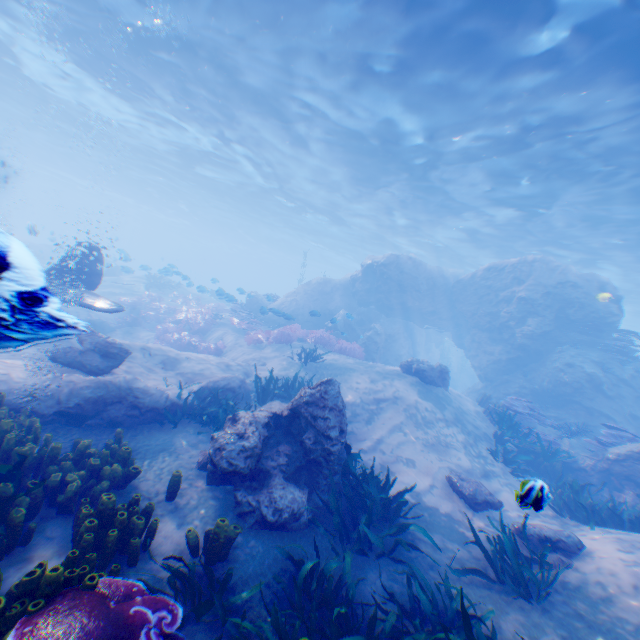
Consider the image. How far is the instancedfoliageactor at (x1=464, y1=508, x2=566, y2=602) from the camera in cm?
457

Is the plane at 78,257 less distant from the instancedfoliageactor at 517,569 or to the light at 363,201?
the light at 363,201

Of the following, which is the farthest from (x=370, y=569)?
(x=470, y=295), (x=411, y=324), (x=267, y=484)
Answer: (x=411, y=324)

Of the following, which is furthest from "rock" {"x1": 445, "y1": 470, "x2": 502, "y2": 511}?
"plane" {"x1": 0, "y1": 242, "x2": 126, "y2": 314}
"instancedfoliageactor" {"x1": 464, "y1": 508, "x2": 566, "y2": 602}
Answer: "instancedfoliageactor" {"x1": 464, "y1": 508, "x2": 566, "y2": 602}

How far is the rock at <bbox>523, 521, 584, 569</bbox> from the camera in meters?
5.3 m

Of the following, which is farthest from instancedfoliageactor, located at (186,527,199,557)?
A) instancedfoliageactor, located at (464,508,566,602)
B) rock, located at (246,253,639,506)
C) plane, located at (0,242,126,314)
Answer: plane, located at (0,242,126,314)

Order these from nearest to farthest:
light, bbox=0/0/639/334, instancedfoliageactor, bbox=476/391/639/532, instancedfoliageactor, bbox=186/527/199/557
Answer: instancedfoliageactor, bbox=186/527/199/557
instancedfoliageactor, bbox=476/391/639/532
light, bbox=0/0/639/334

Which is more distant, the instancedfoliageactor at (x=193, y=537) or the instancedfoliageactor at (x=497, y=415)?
the instancedfoliageactor at (x=497, y=415)
